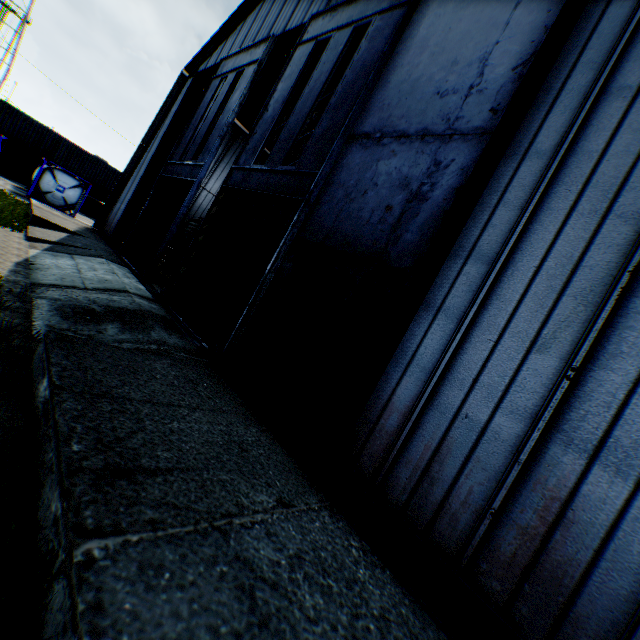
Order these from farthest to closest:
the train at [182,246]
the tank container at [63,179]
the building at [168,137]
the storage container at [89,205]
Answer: the storage container at [89,205] < the tank container at [63,179] < the train at [182,246] < the building at [168,137]

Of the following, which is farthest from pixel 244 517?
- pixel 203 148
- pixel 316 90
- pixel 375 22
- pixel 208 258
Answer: pixel 203 148

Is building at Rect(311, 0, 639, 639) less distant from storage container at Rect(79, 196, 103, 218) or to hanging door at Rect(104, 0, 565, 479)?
hanging door at Rect(104, 0, 565, 479)

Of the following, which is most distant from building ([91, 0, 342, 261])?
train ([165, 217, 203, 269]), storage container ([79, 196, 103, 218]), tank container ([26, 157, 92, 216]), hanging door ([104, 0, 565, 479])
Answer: storage container ([79, 196, 103, 218])

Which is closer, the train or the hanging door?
the hanging door

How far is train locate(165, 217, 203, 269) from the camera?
20.25m

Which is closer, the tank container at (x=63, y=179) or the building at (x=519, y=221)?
the building at (x=519, y=221)

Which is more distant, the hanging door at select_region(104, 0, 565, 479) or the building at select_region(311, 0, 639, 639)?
the hanging door at select_region(104, 0, 565, 479)
